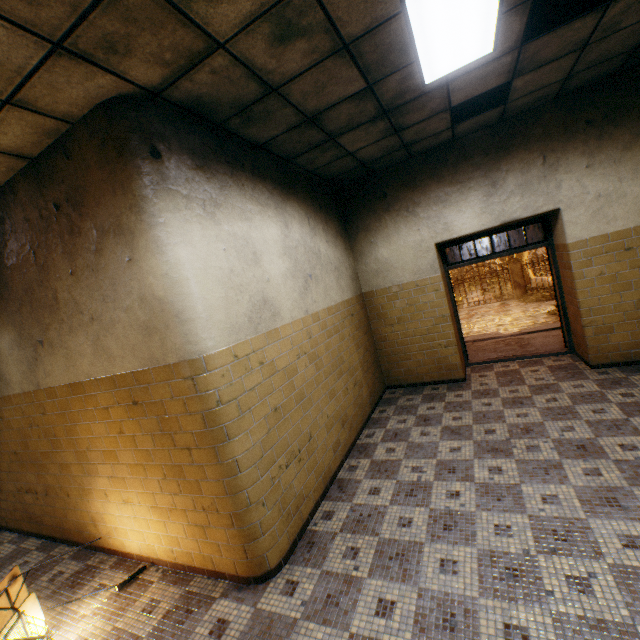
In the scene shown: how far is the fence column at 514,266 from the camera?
19.6 meters

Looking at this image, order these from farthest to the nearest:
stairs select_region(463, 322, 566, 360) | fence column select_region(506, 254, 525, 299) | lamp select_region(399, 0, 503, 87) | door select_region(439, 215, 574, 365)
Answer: fence column select_region(506, 254, 525, 299)
stairs select_region(463, 322, 566, 360)
door select_region(439, 215, 574, 365)
lamp select_region(399, 0, 503, 87)

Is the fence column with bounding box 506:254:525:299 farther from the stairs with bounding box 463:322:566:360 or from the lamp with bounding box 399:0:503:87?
the lamp with bounding box 399:0:503:87

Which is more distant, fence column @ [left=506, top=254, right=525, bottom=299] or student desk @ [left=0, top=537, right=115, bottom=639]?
fence column @ [left=506, top=254, right=525, bottom=299]

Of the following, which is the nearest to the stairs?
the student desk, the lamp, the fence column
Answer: the lamp

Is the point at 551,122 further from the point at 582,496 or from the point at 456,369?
the point at 582,496

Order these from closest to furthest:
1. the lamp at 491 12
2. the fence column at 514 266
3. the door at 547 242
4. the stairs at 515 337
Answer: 1. the lamp at 491 12
2. the door at 547 242
3. the stairs at 515 337
4. the fence column at 514 266

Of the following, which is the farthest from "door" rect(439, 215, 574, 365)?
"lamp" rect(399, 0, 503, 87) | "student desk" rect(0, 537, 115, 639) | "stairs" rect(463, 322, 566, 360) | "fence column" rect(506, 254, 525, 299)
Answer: "fence column" rect(506, 254, 525, 299)
